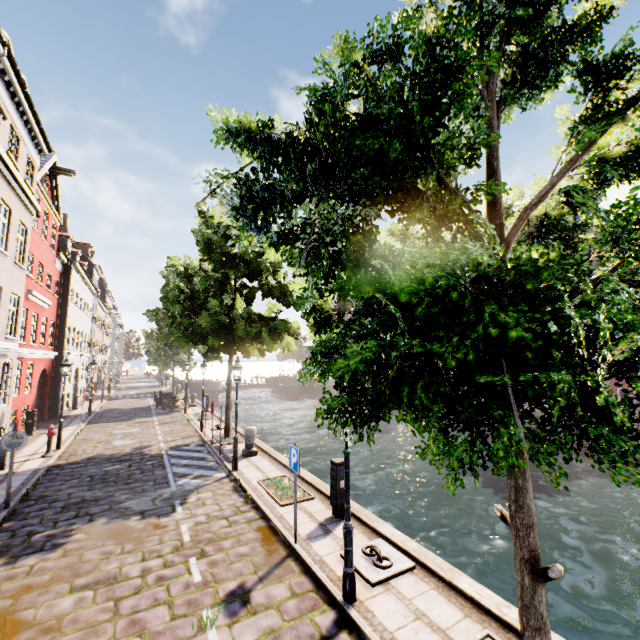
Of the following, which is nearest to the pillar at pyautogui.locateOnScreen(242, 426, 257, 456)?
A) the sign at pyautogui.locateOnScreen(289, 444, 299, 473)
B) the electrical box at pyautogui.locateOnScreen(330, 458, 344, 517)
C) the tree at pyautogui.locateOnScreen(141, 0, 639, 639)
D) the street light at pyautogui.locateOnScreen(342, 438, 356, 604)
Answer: the tree at pyautogui.locateOnScreen(141, 0, 639, 639)

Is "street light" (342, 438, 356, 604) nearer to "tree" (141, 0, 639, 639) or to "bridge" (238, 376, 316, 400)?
"tree" (141, 0, 639, 639)

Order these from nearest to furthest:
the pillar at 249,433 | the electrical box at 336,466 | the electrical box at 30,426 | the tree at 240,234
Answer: the tree at 240,234
the electrical box at 336,466
the pillar at 249,433
the electrical box at 30,426

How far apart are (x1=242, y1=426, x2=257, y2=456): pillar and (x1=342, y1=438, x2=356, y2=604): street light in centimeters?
823cm

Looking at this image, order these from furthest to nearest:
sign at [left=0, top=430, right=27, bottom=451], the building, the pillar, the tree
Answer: the pillar
the building
sign at [left=0, top=430, right=27, bottom=451]
the tree

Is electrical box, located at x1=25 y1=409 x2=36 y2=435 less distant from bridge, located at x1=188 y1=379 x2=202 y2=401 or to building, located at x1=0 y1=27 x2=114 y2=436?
bridge, located at x1=188 y1=379 x2=202 y2=401

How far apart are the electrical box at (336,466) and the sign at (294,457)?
1.3 meters

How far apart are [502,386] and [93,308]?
39.7m
